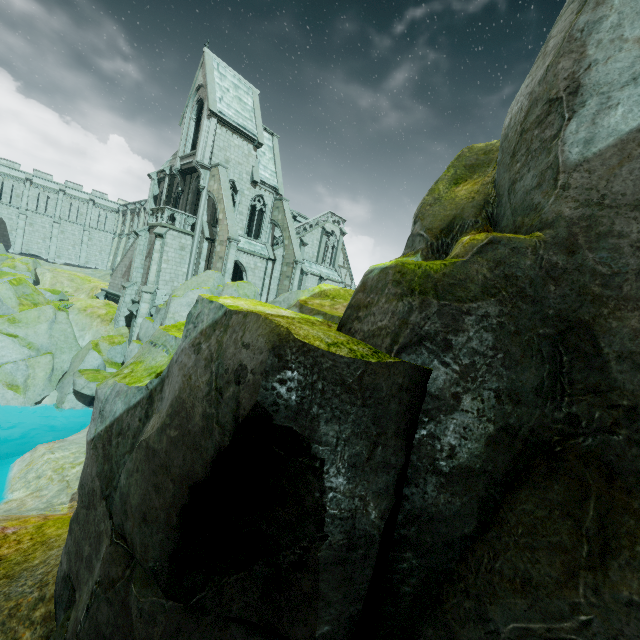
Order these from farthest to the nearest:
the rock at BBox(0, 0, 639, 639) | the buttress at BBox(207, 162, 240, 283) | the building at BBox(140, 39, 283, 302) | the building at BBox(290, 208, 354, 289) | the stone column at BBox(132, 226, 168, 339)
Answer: the building at BBox(290, 208, 354, 289) < the building at BBox(140, 39, 283, 302) < the stone column at BBox(132, 226, 168, 339) < the buttress at BBox(207, 162, 240, 283) < the rock at BBox(0, 0, 639, 639)

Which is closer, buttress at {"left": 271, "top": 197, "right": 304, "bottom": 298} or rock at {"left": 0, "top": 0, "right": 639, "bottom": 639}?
rock at {"left": 0, "top": 0, "right": 639, "bottom": 639}

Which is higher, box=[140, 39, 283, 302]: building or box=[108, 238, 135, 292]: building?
box=[140, 39, 283, 302]: building

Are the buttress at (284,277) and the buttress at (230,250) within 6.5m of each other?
yes

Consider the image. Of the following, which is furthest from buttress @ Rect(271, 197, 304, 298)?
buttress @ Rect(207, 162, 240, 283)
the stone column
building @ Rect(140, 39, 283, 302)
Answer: the stone column

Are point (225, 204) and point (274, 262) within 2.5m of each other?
no

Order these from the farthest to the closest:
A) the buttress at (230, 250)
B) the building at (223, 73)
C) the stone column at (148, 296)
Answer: the building at (223, 73), the stone column at (148, 296), the buttress at (230, 250)

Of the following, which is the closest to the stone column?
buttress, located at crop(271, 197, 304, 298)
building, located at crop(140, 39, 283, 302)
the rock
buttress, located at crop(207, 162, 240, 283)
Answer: building, located at crop(140, 39, 283, 302)
